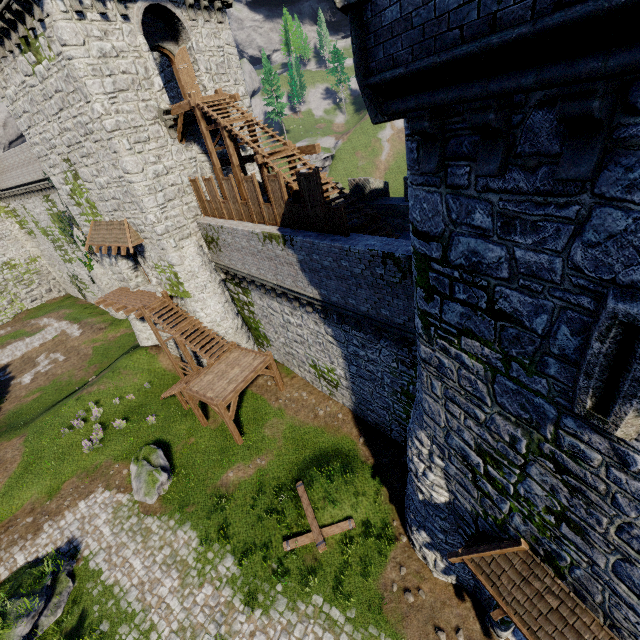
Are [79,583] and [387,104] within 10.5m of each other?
no

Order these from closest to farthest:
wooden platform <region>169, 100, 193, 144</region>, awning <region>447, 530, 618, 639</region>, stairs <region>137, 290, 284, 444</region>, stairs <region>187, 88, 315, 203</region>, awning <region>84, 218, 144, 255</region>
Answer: awning <region>447, 530, 618, 639</region>
stairs <region>187, 88, 315, 203</region>
wooden platform <region>169, 100, 193, 144</region>
stairs <region>137, 290, 284, 444</region>
awning <region>84, 218, 144, 255</region>

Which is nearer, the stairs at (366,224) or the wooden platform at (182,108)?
the stairs at (366,224)

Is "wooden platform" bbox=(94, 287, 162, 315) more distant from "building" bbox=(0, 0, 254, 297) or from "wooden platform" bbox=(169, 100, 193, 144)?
"wooden platform" bbox=(169, 100, 193, 144)

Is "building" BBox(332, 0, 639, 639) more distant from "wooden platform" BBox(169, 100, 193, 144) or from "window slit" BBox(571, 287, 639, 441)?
"wooden platform" BBox(169, 100, 193, 144)

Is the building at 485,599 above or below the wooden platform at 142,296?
below

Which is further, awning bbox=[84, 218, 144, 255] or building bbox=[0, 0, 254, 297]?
awning bbox=[84, 218, 144, 255]

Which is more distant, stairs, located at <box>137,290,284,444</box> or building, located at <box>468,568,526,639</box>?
stairs, located at <box>137,290,284,444</box>
